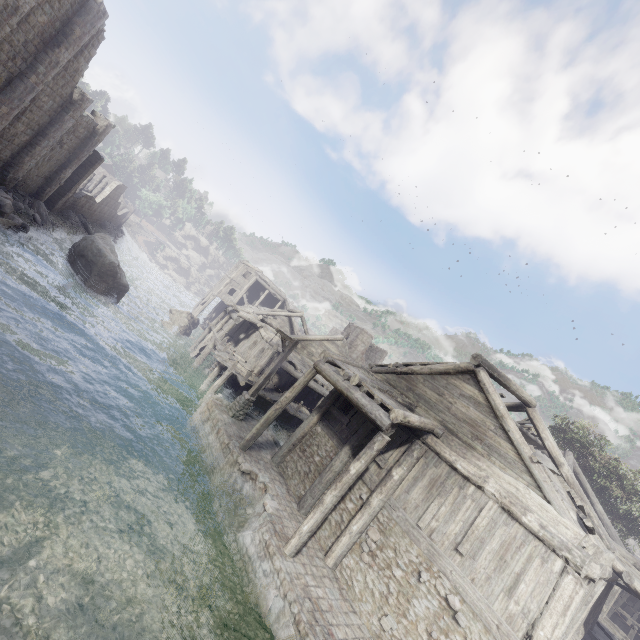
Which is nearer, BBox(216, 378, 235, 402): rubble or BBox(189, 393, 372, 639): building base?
BBox(189, 393, 372, 639): building base

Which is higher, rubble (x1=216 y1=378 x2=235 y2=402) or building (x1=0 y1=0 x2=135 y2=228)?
building (x1=0 y1=0 x2=135 y2=228)

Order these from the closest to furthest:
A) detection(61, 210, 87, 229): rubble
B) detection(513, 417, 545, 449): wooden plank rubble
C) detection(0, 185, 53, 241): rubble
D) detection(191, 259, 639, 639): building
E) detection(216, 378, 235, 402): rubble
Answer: detection(191, 259, 639, 639): building
detection(513, 417, 545, 449): wooden plank rubble
detection(0, 185, 53, 241): rubble
detection(216, 378, 235, 402): rubble
detection(61, 210, 87, 229): rubble

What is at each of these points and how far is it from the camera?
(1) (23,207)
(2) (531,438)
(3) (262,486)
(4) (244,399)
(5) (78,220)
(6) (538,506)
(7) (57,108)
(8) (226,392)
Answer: (1) rubble, 22.1 meters
(2) wooden plank rubble, 17.5 meters
(3) building base, 12.3 meters
(4) wooden lamp post, 15.6 meters
(5) rubble, 36.3 meters
(6) building, 8.5 meters
(7) building, 21.8 meters
(8) rubble, 21.9 meters

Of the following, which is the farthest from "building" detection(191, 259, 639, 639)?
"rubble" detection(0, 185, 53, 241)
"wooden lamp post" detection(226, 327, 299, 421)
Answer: "wooden lamp post" detection(226, 327, 299, 421)

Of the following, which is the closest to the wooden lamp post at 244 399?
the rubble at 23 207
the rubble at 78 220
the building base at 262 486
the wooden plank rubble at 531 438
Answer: the building base at 262 486

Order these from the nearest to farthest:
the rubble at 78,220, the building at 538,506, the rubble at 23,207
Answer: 1. the building at 538,506
2. the rubble at 23,207
3. the rubble at 78,220

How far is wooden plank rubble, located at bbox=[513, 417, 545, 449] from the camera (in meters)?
16.06
